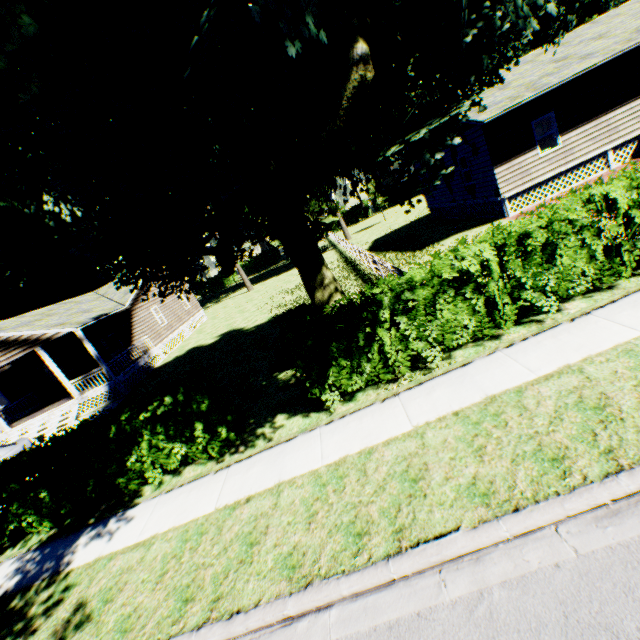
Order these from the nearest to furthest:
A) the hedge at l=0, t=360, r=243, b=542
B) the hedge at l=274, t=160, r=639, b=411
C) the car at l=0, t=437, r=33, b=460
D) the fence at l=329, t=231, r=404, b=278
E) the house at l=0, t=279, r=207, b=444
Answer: the hedge at l=274, t=160, r=639, b=411
the hedge at l=0, t=360, r=243, b=542
the fence at l=329, t=231, r=404, b=278
the car at l=0, t=437, r=33, b=460
the house at l=0, t=279, r=207, b=444

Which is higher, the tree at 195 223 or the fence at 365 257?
the tree at 195 223

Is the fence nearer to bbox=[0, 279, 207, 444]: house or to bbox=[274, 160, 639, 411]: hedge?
bbox=[274, 160, 639, 411]: hedge

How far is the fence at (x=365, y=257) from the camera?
12.07m

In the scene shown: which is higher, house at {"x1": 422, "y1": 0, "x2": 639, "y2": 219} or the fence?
house at {"x1": 422, "y1": 0, "x2": 639, "y2": 219}

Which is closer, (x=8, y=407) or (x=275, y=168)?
(x=275, y=168)

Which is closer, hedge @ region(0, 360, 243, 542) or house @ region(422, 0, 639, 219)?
hedge @ region(0, 360, 243, 542)

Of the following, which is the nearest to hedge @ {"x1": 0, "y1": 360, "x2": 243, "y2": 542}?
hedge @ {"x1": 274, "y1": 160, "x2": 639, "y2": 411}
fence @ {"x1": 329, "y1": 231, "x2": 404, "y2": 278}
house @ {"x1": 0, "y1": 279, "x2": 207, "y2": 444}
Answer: hedge @ {"x1": 274, "y1": 160, "x2": 639, "y2": 411}
